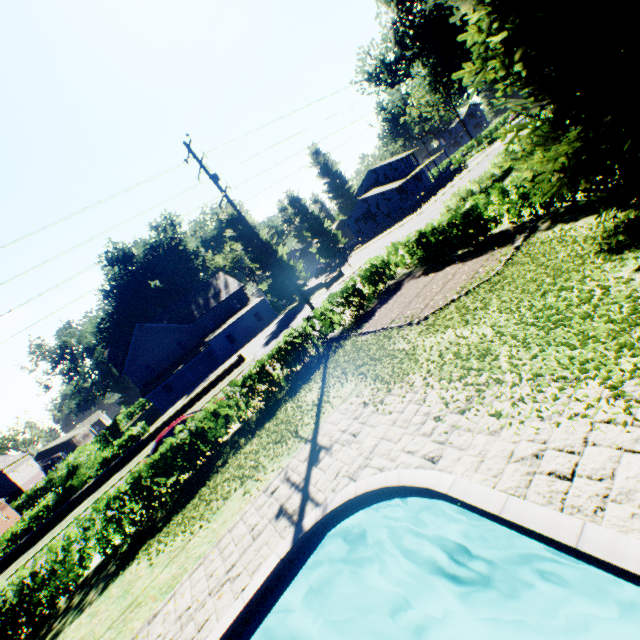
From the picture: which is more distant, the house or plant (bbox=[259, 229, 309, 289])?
the house

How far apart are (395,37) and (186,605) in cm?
3050

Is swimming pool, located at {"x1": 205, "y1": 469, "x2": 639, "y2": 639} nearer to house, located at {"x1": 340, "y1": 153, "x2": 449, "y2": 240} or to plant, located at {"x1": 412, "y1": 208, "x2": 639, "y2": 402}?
plant, located at {"x1": 412, "y1": 208, "x2": 639, "y2": 402}

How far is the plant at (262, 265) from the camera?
41.6m

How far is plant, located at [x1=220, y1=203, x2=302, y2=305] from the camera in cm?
4162

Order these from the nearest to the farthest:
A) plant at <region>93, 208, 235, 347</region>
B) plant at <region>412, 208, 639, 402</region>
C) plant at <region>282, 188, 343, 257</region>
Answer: plant at <region>412, 208, 639, 402</region>, plant at <region>93, 208, 235, 347</region>, plant at <region>282, 188, 343, 257</region>

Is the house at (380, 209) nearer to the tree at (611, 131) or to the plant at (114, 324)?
the plant at (114, 324)

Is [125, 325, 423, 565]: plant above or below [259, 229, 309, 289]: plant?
below
